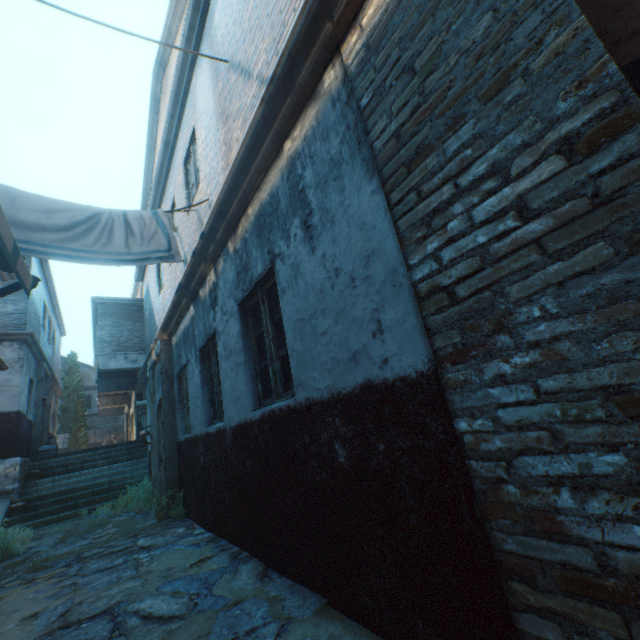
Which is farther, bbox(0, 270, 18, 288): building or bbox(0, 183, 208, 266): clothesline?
bbox(0, 270, 18, 288): building

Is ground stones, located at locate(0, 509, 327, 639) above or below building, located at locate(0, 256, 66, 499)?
below

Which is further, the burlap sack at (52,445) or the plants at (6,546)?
the burlap sack at (52,445)

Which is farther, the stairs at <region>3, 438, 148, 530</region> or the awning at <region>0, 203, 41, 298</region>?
the stairs at <region>3, 438, 148, 530</region>

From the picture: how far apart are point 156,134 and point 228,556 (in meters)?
11.20

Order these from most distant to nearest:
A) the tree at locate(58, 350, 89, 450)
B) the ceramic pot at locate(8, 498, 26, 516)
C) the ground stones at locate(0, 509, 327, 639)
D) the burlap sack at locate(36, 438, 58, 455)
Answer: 1. the tree at locate(58, 350, 89, 450)
2. the burlap sack at locate(36, 438, 58, 455)
3. the ceramic pot at locate(8, 498, 26, 516)
4. the ground stones at locate(0, 509, 327, 639)

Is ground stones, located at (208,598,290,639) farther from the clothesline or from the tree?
the tree

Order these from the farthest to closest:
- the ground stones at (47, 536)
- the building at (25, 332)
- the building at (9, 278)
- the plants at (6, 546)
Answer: the building at (25, 332) → the building at (9, 278) → the plants at (6, 546) → the ground stones at (47, 536)
